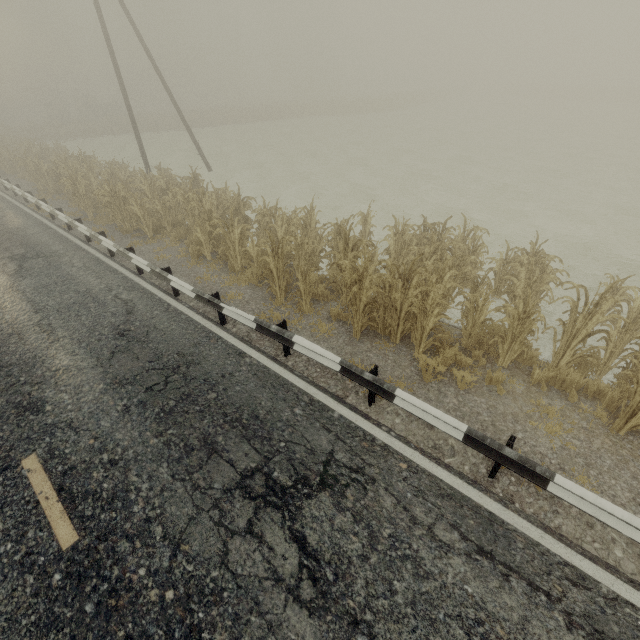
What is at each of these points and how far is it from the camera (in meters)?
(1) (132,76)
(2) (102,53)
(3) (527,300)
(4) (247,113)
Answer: (1) tree, 49.31
(2) tree, 51.72
(3) tree, 5.51
(4) tree, 41.59

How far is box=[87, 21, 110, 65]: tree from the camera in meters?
49.2 m

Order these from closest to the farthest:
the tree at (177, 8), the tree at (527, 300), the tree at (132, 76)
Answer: the tree at (527, 300) → the tree at (132, 76) → the tree at (177, 8)

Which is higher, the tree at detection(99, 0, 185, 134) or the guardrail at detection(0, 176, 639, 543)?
the tree at detection(99, 0, 185, 134)

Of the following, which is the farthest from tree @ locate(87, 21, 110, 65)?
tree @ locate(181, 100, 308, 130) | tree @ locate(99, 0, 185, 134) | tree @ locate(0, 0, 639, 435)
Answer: tree @ locate(181, 100, 308, 130)

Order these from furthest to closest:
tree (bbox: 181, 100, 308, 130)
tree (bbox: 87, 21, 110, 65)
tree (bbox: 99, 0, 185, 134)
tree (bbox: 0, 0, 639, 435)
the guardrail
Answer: tree (bbox: 87, 21, 110, 65) < tree (bbox: 181, 100, 308, 130) < tree (bbox: 99, 0, 185, 134) < tree (bbox: 0, 0, 639, 435) < the guardrail

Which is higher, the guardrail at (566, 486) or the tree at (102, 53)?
the tree at (102, 53)

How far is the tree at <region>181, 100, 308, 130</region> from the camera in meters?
39.3
